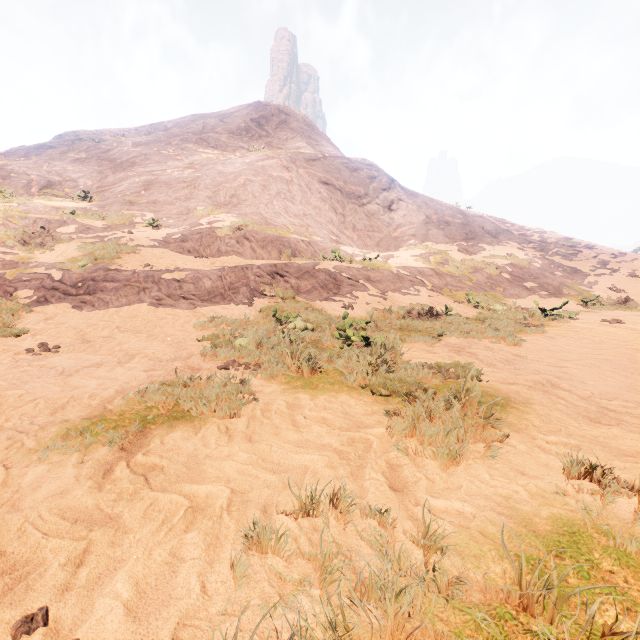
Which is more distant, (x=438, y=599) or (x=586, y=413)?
(x=586, y=413)
